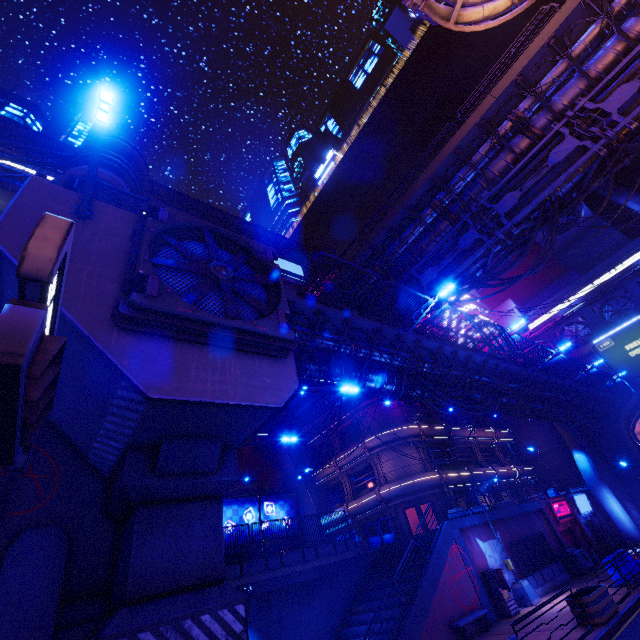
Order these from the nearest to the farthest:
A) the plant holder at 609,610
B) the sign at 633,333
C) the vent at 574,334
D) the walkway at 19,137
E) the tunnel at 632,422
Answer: the plant holder at 609,610
the walkway at 19,137
the sign at 633,333
the tunnel at 632,422
the vent at 574,334

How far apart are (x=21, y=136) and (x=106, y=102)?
41.1m

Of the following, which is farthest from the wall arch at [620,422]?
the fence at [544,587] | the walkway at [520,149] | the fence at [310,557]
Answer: the fence at [310,557]

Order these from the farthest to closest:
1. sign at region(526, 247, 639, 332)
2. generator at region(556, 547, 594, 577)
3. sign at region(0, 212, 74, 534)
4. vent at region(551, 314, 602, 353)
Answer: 1. vent at region(551, 314, 602, 353)
2. sign at region(526, 247, 639, 332)
3. generator at region(556, 547, 594, 577)
4. sign at region(0, 212, 74, 534)

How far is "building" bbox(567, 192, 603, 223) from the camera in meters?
42.1 m

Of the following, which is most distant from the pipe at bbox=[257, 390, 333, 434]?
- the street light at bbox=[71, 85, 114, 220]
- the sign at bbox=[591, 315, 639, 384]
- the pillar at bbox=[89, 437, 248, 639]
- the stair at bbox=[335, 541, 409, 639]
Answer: the street light at bbox=[71, 85, 114, 220]

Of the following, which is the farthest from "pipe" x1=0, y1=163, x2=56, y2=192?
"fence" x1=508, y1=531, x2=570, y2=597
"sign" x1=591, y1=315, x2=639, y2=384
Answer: "sign" x1=591, y1=315, x2=639, y2=384

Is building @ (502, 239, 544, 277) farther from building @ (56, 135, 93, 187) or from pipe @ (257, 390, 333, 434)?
building @ (56, 135, 93, 187)
